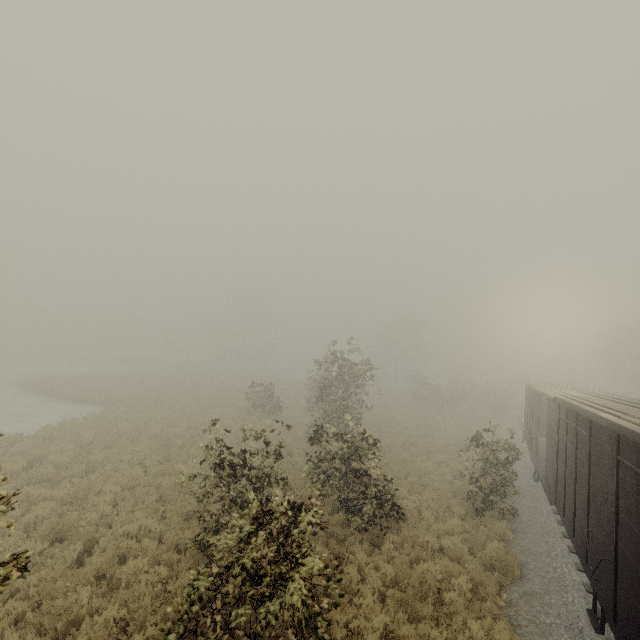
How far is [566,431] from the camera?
9.7m

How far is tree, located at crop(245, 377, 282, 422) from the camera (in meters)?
26.09

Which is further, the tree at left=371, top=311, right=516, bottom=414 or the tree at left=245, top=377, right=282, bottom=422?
the tree at left=371, top=311, right=516, bottom=414

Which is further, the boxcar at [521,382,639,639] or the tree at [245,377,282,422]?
the tree at [245,377,282,422]

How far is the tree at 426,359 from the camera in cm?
4166

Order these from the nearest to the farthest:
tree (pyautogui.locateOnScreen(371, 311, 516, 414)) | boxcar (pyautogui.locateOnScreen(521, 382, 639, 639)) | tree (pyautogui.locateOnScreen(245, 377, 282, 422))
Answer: boxcar (pyautogui.locateOnScreen(521, 382, 639, 639)), tree (pyautogui.locateOnScreen(245, 377, 282, 422)), tree (pyautogui.locateOnScreen(371, 311, 516, 414))
